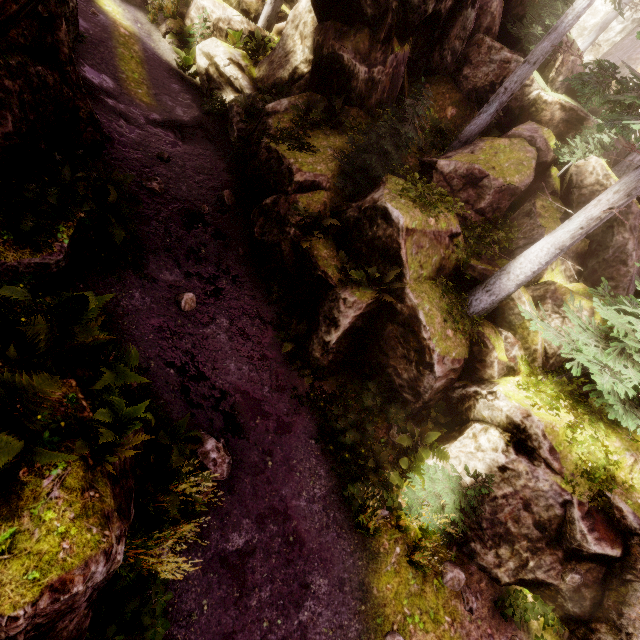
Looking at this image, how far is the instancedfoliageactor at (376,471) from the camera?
7.75m

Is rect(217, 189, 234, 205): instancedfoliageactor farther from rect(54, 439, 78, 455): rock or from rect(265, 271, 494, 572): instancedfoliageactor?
rect(265, 271, 494, 572): instancedfoliageactor

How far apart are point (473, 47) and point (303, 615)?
19.8 meters

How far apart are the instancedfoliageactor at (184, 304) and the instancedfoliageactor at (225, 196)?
4.67m

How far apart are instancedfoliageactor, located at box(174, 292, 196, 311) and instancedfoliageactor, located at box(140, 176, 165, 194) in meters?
4.1 m

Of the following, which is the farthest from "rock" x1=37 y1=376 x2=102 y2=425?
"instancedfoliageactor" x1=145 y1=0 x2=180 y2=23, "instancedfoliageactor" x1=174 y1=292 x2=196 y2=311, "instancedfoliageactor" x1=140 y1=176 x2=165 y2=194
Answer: "instancedfoliageactor" x1=174 y1=292 x2=196 y2=311

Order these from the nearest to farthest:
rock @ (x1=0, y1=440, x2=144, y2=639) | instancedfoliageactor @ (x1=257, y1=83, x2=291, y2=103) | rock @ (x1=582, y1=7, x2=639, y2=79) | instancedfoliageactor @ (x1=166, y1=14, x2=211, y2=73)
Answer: rock @ (x1=0, y1=440, x2=144, y2=639) → instancedfoliageactor @ (x1=257, y1=83, x2=291, y2=103) → instancedfoliageactor @ (x1=166, y1=14, x2=211, y2=73) → rock @ (x1=582, y1=7, x2=639, y2=79)

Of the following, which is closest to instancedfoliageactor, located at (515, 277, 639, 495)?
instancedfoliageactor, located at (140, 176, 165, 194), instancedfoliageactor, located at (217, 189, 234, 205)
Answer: instancedfoliageactor, located at (140, 176, 165, 194)
